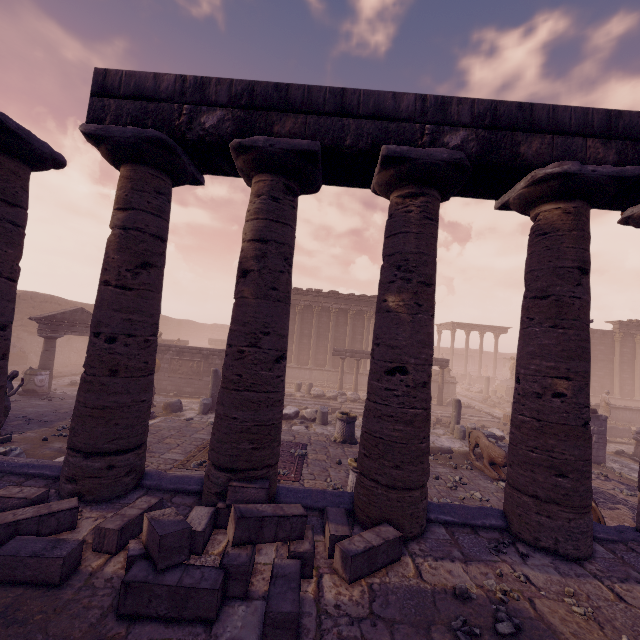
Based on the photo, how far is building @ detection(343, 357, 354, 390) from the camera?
25.5 meters

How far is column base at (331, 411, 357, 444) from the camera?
10.4 meters

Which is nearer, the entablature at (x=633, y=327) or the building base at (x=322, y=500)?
the building base at (x=322, y=500)

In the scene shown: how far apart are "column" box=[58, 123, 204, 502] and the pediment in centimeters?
1254cm

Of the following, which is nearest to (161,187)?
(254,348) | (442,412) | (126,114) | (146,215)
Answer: (146,215)

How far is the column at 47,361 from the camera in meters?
14.7 m

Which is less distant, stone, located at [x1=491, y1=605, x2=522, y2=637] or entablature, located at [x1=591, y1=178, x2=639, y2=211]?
stone, located at [x1=491, y1=605, x2=522, y2=637]

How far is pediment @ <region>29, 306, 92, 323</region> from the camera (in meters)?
14.83
